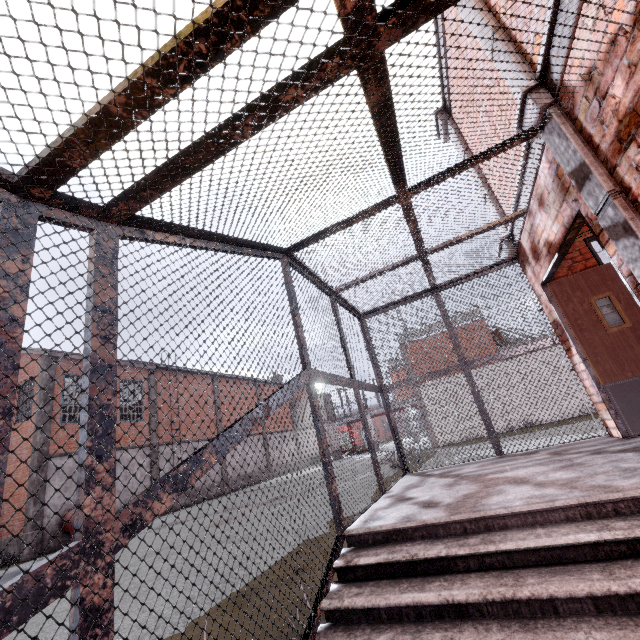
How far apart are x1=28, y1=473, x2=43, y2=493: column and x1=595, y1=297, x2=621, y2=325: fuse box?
20.4 meters

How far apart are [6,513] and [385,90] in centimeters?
2207cm

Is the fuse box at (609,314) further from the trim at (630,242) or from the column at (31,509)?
the column at (31,509)

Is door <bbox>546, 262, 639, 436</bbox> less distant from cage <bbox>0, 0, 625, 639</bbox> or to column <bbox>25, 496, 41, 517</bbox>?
cage <bbox>0, 0, 625, 639</bbox>

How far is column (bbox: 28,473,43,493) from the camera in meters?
14.1

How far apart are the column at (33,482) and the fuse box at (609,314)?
20.4m

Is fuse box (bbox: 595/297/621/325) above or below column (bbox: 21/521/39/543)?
above
